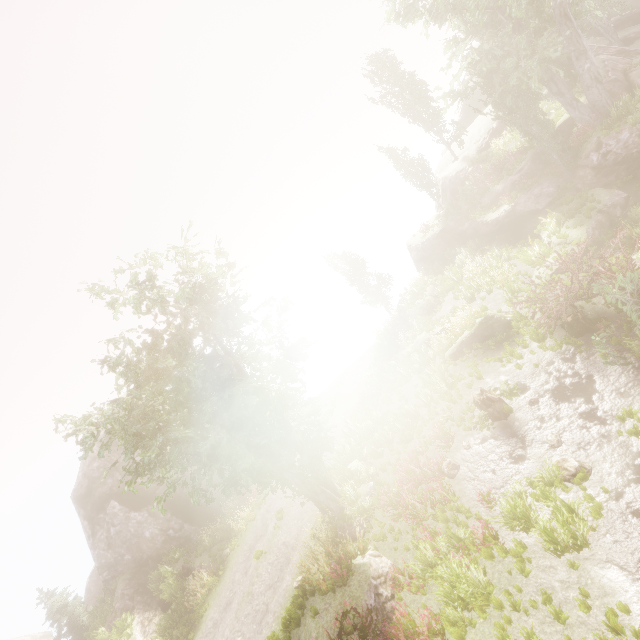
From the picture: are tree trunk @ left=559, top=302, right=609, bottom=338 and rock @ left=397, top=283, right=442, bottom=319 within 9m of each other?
no

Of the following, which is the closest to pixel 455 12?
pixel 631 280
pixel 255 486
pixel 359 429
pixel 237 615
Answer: pixel 631 280

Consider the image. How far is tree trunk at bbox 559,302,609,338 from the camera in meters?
12.3

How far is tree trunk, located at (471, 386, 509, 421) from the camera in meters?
12.2

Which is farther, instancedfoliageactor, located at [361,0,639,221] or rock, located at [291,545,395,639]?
instancedfoliageactor, located at [361,0,639,221]

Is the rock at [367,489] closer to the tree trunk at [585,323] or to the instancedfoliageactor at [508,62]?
the instancedfoliageactor at [508,62]

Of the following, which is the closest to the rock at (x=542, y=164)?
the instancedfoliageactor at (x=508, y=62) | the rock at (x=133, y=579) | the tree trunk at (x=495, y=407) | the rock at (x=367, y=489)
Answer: the instancedfoliageactor at (x=508, y=62)

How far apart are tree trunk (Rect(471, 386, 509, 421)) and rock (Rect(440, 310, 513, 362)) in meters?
3.5
